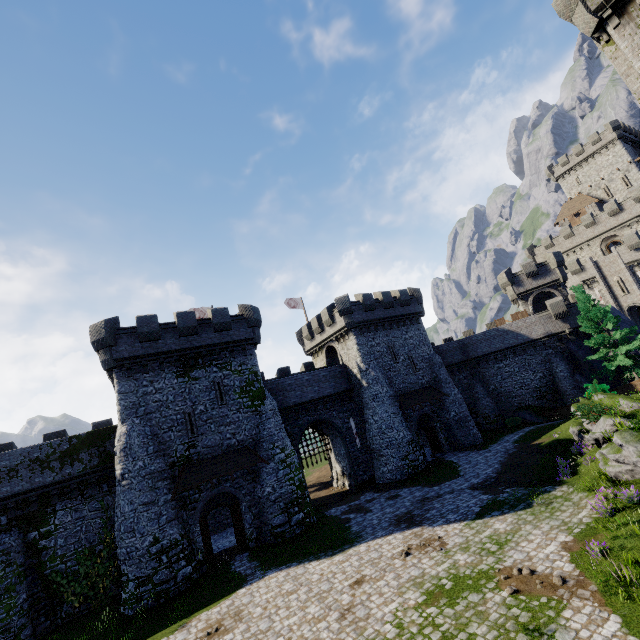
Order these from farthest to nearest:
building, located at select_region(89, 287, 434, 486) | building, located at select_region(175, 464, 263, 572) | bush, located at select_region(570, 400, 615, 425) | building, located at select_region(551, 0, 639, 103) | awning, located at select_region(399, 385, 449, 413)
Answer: awning, located at select_region(399, 385, 449, 413) → building, located at select_region(89, 287, 434, 486) → building, located at select_region(175, 464, 263, 572) → bush, located at select_region(570, 400, 615, 425) → building, located at select_region(551, 0, 639, 103)

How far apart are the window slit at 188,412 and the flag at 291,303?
18.6 meters

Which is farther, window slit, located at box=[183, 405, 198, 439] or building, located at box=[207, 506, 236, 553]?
building, located at box=[207, 506, 236, 553]

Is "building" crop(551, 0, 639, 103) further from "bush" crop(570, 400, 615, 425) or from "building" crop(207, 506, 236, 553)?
"building" crop(207, 506, 236, 553)

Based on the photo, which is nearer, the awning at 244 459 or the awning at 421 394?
the awning at 244 459

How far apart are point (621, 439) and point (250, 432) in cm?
2103

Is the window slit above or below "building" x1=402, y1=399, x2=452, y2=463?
above

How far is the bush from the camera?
18.5m
